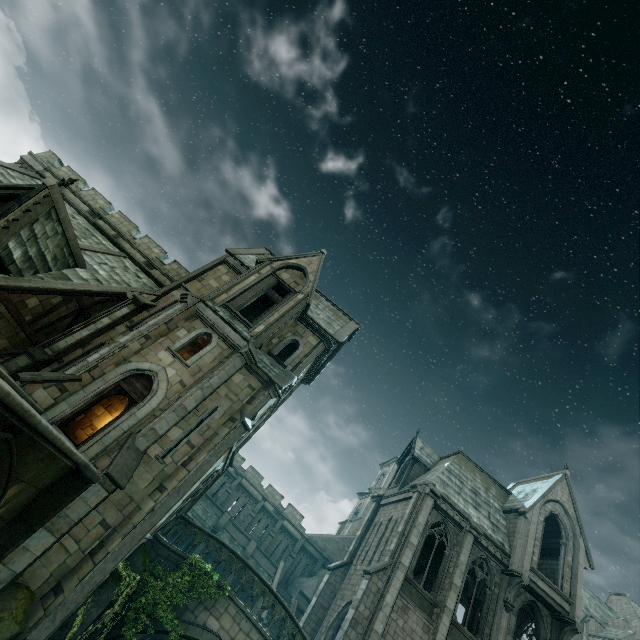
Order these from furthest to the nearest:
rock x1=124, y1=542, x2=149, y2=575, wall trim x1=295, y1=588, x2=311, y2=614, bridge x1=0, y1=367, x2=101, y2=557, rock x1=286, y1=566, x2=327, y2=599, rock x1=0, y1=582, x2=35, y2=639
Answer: rock x1=286, y1=566, x2=327, y2=599 → wall trim x1=295, y1=588, x2=311, y2=614 → rock x1=124, y1=542, x2=149, y2=575 → rock x1=0, y1=582, x2=35, y2=639 → bridge x1=0, y1=367, x2=101, y2=557

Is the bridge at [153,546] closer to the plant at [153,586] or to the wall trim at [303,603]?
the plant at [153,586]

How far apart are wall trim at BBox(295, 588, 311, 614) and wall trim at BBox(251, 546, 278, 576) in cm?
264

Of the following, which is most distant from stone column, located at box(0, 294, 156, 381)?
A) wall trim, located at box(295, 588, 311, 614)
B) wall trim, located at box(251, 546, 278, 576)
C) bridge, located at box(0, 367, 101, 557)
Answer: wall trim, located at box(295, 588, 311, 614)

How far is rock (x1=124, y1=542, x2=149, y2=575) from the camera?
12.61m

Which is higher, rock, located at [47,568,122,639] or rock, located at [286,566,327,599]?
rock, located at [286,566,327,599]

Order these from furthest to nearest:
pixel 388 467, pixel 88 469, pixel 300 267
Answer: pixel 388 467 → pixel 300 267 → pixel 88 469

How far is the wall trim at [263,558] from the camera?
29.3m
